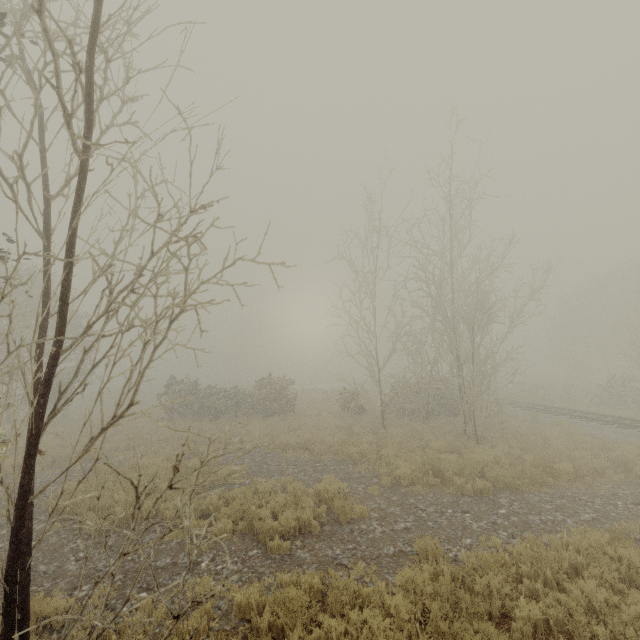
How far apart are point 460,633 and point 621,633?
2.41m
